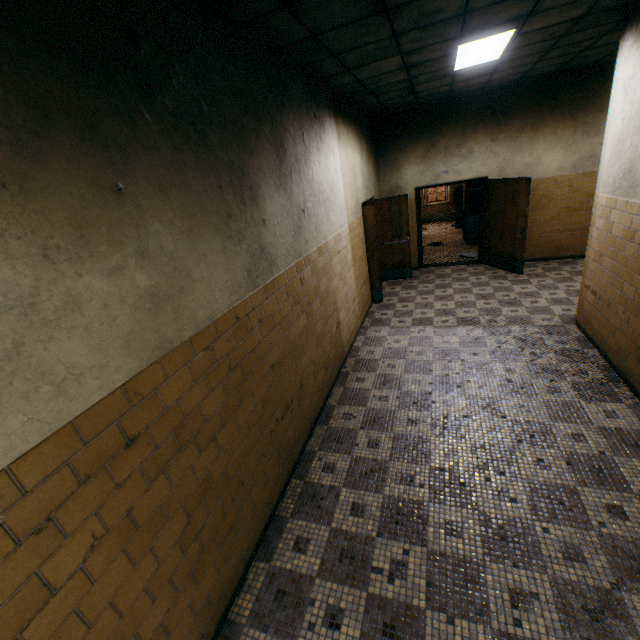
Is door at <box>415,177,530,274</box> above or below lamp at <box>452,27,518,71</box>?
below

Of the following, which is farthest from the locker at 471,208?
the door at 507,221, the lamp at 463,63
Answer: the lamp at 463,63

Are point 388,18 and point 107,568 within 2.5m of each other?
no

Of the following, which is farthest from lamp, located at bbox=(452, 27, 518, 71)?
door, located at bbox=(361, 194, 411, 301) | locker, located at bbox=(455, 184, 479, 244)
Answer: locker, located at bbox=(455, 184, 479, 244)

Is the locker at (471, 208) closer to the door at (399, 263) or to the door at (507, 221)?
the door at (507, 221)

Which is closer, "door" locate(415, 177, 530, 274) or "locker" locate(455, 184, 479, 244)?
"door" locate(415, 177, 530, 274)

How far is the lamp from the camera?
3.88m

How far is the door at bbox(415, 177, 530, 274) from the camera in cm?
702
